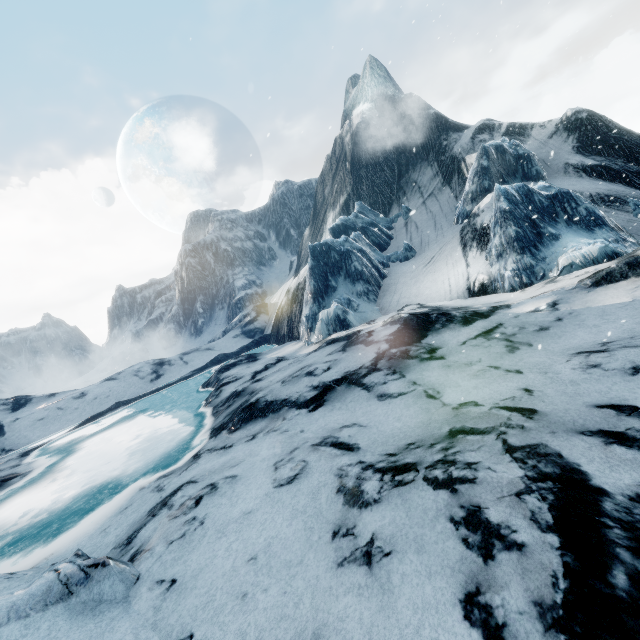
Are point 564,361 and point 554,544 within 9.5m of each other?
yes
